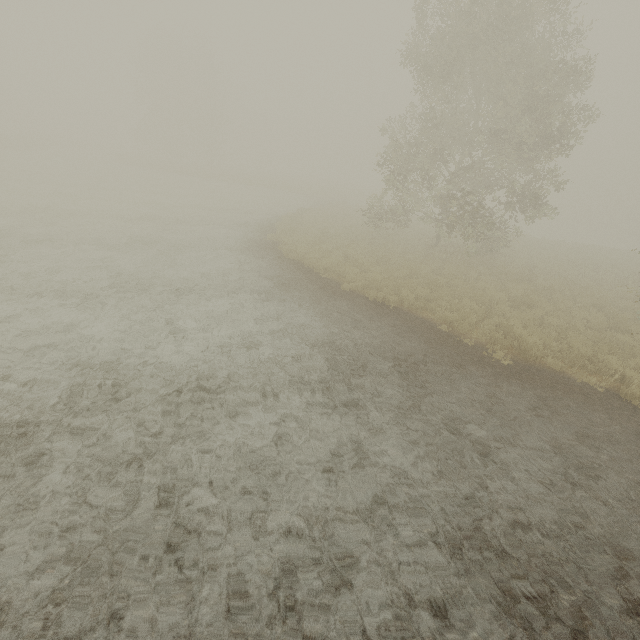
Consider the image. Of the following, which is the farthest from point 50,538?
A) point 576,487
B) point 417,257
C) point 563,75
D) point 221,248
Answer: point 563,75
